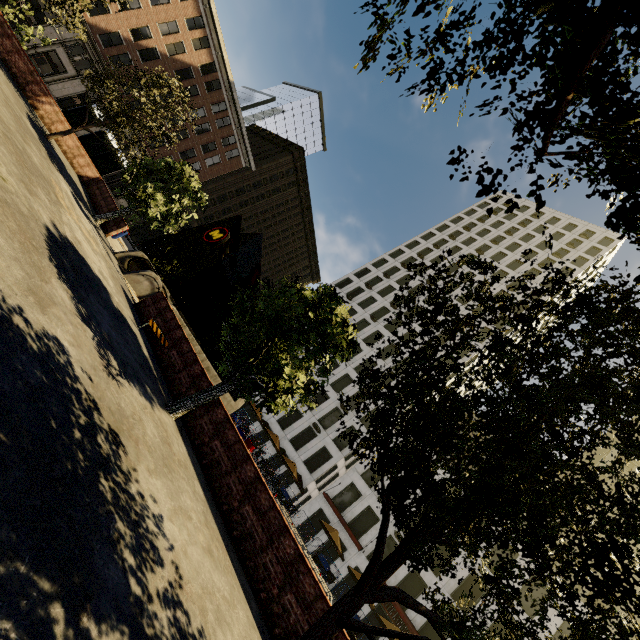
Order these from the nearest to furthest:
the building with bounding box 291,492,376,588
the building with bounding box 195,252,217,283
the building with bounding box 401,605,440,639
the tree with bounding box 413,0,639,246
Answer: the tree with bounding box 413,0,639,246 < the building with bounding box 401,605,440,639 < the building with bounding box 291,492,376,588 < the building with bounding box 195,252,217,283

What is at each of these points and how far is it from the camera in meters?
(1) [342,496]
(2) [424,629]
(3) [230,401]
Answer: (1) building, 32.7 m
(2) building, 25.7 m
(3) underground building, 21.1 m

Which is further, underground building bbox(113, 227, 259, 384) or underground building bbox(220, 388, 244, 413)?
underground building bbox(220, 388, 244, 413)

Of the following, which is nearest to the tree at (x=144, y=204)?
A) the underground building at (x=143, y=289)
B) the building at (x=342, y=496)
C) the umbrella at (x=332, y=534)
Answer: the underground building at (x=143, y=289)

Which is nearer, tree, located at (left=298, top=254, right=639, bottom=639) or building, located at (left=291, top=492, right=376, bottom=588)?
tree, located at (left=298, top=254, right=639, bottom=639)

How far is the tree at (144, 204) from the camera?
15.9m

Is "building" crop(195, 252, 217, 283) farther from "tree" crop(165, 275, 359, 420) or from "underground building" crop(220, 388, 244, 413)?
"underground building" crop(220, 388, 244, 413)
